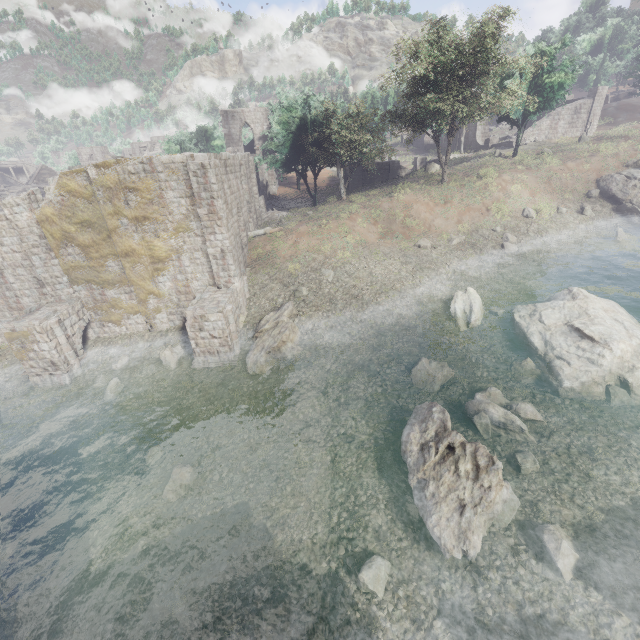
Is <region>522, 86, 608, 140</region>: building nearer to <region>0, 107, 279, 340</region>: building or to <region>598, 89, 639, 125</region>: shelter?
<region>0, 107, 279, 340</region>: building

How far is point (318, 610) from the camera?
8.1m

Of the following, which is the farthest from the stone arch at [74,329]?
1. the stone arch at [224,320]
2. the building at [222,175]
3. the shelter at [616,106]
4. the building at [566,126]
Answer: the shelter at [616,106]

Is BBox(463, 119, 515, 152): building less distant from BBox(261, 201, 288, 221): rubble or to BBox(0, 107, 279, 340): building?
BBox(0, 107, 279, 340): building

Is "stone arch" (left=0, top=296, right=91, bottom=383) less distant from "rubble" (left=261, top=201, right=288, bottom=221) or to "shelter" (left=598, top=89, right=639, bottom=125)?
"rubble" (left=261, top=201, right=288, bottom=221)

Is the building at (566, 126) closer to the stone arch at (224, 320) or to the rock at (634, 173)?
the rock at (634, 173)

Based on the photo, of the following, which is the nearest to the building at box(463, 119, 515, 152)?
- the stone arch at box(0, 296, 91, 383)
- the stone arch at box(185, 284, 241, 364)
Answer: the stone arch at box(185, 284, 241, 364)

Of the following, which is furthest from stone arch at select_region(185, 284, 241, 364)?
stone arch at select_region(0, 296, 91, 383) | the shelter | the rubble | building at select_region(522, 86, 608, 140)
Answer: the shelter
